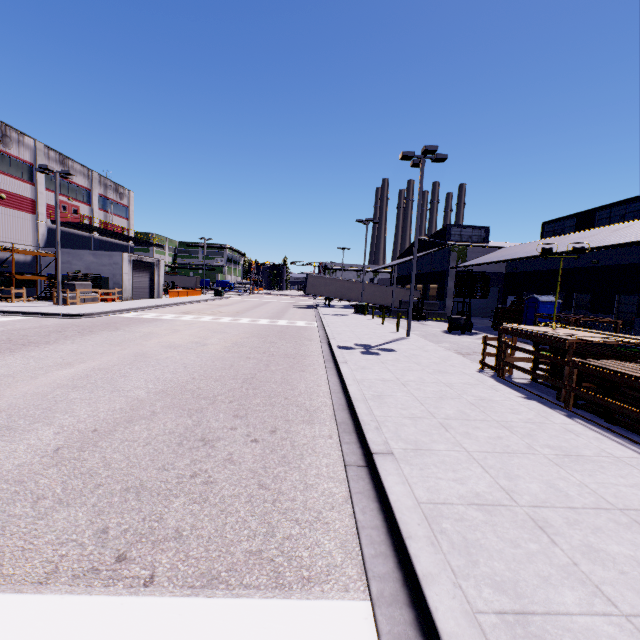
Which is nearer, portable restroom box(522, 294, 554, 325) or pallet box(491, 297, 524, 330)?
portable restroom box(522, 294, 554, 325)

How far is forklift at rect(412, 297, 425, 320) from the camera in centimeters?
3070cm

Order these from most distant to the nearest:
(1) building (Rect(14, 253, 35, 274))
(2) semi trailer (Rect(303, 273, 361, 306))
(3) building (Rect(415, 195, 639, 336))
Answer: (2) semi trailer (Rect(303, 273, 361, 306))
(1) building (Rect(14, 253, 35, 274))
(3) building (Rect(415, 195, 639, 336))

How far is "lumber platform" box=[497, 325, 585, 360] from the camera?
7.88m

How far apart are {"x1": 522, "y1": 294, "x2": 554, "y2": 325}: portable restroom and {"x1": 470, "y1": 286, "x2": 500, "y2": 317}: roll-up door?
11.8 meters

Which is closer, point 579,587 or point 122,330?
point 579,587

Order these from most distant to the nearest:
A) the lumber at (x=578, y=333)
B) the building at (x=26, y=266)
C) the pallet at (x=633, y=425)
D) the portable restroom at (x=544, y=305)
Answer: the building at (x=26, y=266) < the portable restroom at (x=544, y=305) < the lumber at (x=578, y=333) < the pallet at (x=633, y=425)

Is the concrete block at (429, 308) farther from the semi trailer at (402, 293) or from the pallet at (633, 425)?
the pallet at (633, 425)
